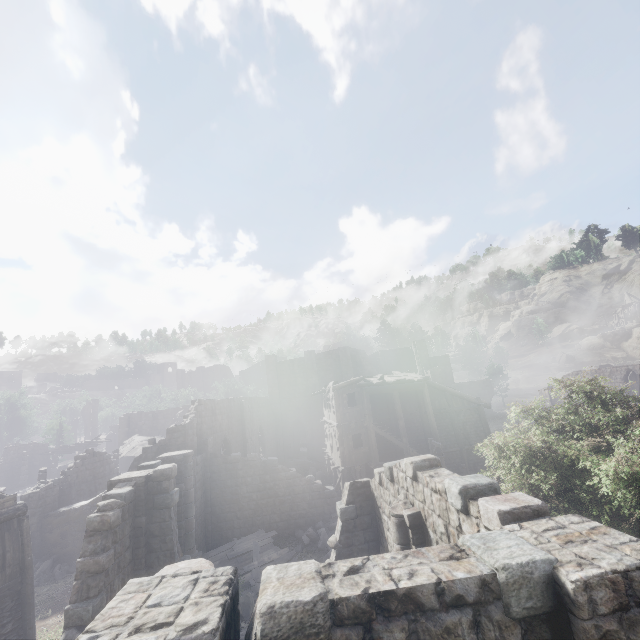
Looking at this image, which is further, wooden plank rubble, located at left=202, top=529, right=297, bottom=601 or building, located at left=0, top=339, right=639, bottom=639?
wooden plank rubble, located at left=202, top=529, right=297, bottom=601

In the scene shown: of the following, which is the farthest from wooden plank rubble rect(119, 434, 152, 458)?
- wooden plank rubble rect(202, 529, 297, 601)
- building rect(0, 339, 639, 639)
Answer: wooden plank rubble rect(202, 529, 297, 601)

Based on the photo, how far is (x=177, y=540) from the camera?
12.23m

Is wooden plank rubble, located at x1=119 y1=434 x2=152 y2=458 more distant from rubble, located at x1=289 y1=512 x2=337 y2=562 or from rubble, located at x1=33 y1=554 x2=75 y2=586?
rubble, located at x1=289 y1=512 x2=337 y2=562

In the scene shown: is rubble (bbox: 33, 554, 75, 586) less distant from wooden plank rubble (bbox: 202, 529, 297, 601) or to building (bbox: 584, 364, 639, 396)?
building (bbox: 584, 364, 639, 396)

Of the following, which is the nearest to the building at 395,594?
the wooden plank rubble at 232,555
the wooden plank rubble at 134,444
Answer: the wooden plank rubble at 232,555

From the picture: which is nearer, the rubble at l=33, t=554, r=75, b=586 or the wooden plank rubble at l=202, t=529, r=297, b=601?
the wooden plank rubble at l=202, t=529, r=297, b=601

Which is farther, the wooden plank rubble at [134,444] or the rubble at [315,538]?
the wooden plank rubble at [134,444]
